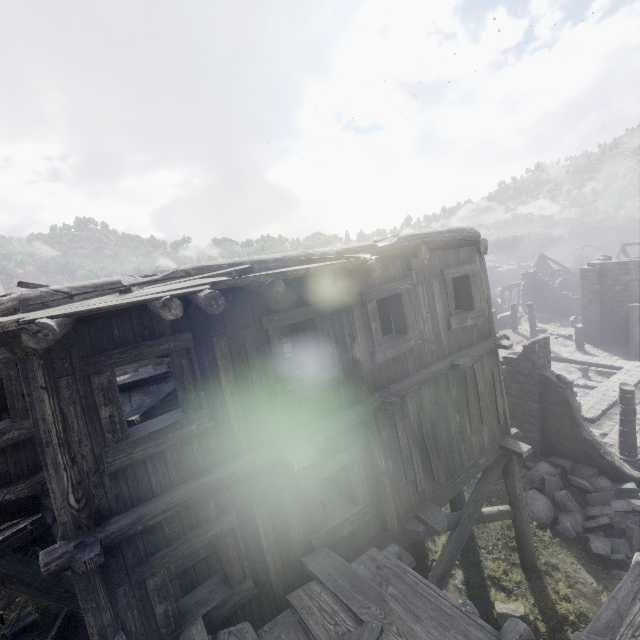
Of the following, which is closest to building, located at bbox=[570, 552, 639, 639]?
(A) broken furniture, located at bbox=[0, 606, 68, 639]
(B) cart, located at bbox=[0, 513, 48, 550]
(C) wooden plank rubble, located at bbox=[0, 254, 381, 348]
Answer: (C) wooden plank rubble, located at bbox=[0, 254, 381, 348]

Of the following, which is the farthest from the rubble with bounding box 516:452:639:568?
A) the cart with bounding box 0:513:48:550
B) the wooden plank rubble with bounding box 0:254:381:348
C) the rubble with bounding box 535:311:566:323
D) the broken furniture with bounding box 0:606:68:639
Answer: the rubble with bounding box 535:311:566:323

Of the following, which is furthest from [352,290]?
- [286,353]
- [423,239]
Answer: [286,353]

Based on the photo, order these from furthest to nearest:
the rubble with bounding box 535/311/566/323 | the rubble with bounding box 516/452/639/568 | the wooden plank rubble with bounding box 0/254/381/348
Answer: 1. the rubble with bounding box 535/311/566/323
2. the rubble with bounding box 516/452/639/568
3. the wooden plank rubble with bounding box 0/254/381/348

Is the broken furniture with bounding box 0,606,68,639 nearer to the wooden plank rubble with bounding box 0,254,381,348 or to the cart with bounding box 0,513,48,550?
the cart with bounding box 0,513,48,550

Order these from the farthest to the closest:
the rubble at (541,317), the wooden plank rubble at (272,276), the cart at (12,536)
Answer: the rubble at (541,317), the cart at (12,536), the wooden plank rubble at (272,276)

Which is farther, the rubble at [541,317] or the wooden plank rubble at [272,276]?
the rubble at [541,317]

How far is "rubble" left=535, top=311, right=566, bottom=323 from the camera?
36.44m
